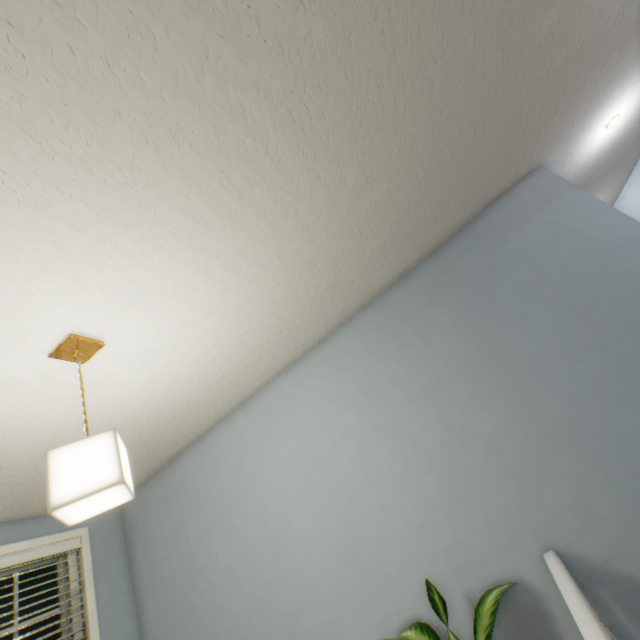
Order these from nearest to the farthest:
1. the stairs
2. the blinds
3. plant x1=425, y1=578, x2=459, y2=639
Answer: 1. the stairs
2. plant x1=425, y1=578, x2=459, y2=639
3. the blinds

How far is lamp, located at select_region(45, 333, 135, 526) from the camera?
0.99m

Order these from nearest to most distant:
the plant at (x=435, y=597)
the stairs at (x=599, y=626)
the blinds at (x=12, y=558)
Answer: the stairs at (x=599, y=626)
the plant at (x=435, y=597)
the blinds at (x=12, y=558)

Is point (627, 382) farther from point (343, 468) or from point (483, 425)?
point (343, 468)

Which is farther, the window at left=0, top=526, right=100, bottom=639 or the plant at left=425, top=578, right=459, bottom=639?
the window at left=0, top=526, right=100, bottom=639

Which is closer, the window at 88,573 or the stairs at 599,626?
the stairs at 599,626

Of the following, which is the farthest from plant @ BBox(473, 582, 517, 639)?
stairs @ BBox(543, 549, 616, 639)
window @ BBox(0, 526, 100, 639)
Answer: window @ BBox(0, 526, 100, 639)

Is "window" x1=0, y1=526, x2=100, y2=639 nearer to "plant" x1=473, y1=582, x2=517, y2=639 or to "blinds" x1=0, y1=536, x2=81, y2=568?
"blinds" x1=0, y1=536, x2=81, y2=568
